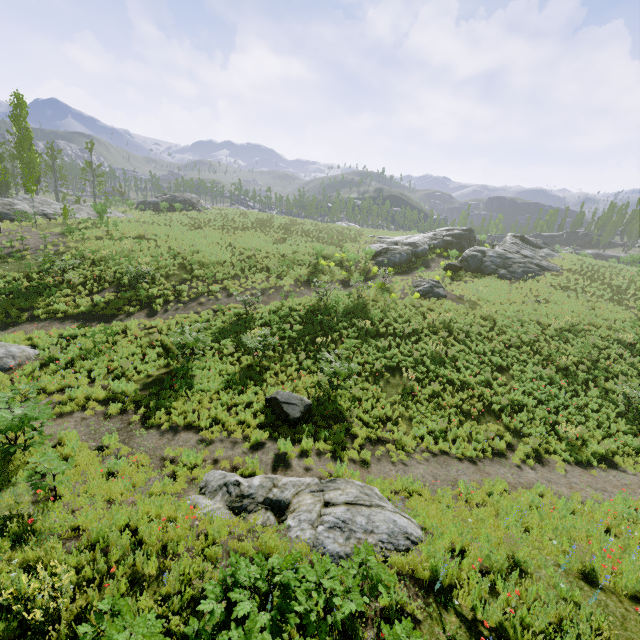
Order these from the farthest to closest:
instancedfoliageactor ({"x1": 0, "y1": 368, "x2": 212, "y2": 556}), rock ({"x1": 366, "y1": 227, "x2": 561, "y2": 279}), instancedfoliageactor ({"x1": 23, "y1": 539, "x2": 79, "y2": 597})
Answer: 1. rock ({"x1": 366, "y1": 227, "x2": 561, "y2": 279})
2. instancedfoliageactor ({"x1": 0, "y1": 368, "x2": 212, "y2": 556})
3. instancedfoliageactor ({"x1": 23, "y1": 539, "x2": 79, "y2": 597})

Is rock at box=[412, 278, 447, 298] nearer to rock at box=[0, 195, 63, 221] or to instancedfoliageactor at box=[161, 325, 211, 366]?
instancedfoliageactor at box=[161, 325, 211, 366]

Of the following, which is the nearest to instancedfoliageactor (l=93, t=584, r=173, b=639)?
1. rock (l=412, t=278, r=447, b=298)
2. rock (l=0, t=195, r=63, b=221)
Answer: rock (l=0, t=195, r=63, b=221)

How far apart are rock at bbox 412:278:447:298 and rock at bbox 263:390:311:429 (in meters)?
15.42

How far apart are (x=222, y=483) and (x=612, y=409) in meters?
18.1

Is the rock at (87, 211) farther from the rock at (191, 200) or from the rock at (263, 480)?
the rock at (263, 480)

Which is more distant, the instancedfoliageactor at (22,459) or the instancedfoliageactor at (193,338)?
the instancedfoliageactor at (193,338)

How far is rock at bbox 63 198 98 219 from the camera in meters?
32.2
